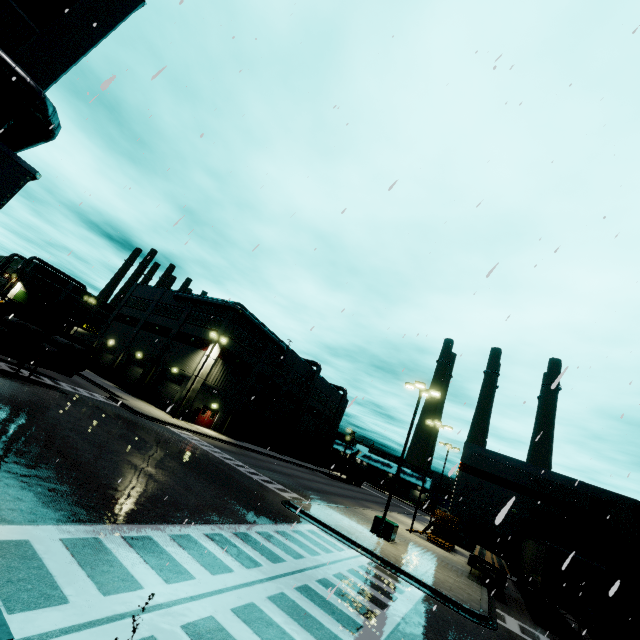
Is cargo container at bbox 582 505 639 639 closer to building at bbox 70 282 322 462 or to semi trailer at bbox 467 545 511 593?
semi trailer at bbox 467 545 511 593

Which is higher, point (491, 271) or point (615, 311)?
point (615, 311)

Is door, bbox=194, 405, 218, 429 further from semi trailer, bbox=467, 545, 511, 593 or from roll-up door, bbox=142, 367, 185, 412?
semi trailer, bbox=467, 545, 511, 593

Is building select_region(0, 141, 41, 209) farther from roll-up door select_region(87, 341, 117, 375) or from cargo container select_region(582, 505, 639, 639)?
cargo container select_region(582, 505, 639, 639)

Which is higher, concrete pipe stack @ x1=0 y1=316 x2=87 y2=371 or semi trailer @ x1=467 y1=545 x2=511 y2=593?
concrete pipe stack @ x1=0 y1=316 x2=87 y2=371

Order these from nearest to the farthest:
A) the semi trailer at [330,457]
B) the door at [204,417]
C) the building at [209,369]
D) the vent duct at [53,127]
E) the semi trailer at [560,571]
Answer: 1. the vent duct at [53,127]
2. the semi trailer at [560,571]
3. the door at [204,417]
4. the building at [209,369]
5. the semi trailer at [330,457]

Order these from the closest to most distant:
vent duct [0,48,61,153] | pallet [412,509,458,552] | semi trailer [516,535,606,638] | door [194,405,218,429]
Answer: vent duct [0,48,61,153] → semi trailer [516,535,606,638] → pallet [412,509,458,552] → door [194,405,218,429]

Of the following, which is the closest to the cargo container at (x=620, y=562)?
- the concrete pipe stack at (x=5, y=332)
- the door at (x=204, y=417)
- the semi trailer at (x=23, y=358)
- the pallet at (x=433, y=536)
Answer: the semi trailer at (x=23, y=358)
